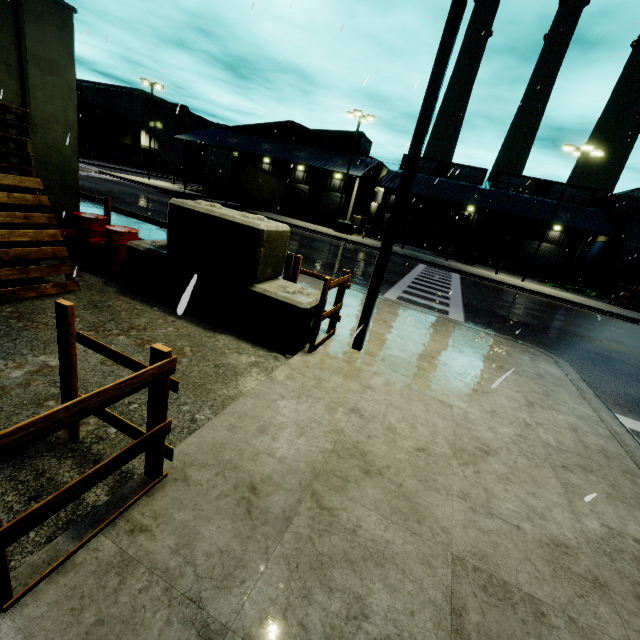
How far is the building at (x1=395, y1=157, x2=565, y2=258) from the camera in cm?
3452

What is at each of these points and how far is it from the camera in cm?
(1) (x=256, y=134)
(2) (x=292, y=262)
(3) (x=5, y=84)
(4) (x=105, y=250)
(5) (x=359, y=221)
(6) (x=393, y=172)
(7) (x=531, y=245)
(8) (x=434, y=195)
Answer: (1) building, 4094
(2) fence, 624
(3) building, 638
(4) oil drum, 667
(5) concrete block, 3356
(6) building, 4075
(7) roll-up door, 3800
(8) building, 3534

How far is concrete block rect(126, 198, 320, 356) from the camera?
5.20m

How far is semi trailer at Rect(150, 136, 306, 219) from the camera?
26.8 meters

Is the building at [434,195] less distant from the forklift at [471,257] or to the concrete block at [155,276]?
the forklift at [471,257]

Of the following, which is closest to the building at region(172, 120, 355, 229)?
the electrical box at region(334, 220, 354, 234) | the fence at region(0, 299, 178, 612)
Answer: the fence at region(0, 299, 178, 612)

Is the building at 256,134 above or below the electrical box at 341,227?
above

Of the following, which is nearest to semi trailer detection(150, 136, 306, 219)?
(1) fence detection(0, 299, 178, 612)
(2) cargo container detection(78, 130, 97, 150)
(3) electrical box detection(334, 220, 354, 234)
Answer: (2) cargo container detection(78, 130, 97, 150)
